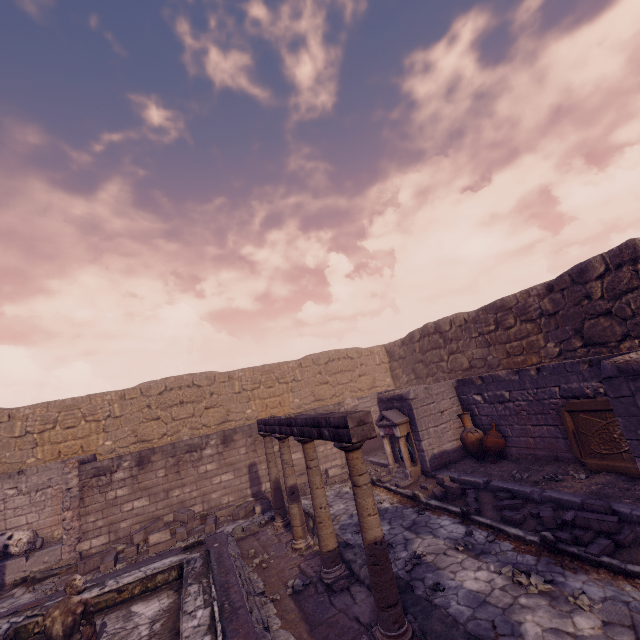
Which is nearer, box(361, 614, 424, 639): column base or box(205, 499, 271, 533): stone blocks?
box(361, 614, 424, 639): column base

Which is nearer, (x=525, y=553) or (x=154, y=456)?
(x=525, y=553)

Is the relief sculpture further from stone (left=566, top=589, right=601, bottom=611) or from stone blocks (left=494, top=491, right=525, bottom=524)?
stone (left=566, top=589, right=601, bottom=611)

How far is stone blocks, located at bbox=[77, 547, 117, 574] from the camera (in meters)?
8.28

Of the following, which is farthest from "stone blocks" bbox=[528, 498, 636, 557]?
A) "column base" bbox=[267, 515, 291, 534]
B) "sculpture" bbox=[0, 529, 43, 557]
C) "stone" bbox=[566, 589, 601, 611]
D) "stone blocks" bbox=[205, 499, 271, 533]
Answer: "sculpture" bbox=[0, 529, 43, 557]

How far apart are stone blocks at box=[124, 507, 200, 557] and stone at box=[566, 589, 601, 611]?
10.0 meters

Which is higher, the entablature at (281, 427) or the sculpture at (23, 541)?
the entablature at (281, 427)

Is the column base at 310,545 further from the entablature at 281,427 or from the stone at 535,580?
the stone at 535,580
